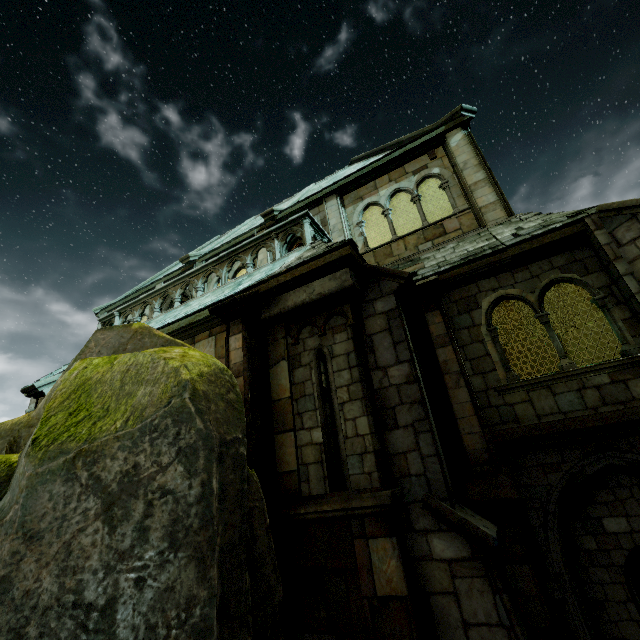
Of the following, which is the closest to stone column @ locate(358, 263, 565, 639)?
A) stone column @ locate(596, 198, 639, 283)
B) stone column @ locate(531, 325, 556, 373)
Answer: stone column @ locate(596, 198, 639, 283)

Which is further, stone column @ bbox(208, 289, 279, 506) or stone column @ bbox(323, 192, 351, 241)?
stone column @ bbox(323, 192, 351, 241)

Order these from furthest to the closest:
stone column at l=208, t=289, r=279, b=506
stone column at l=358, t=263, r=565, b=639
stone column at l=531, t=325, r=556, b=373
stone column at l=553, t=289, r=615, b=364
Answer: stone column at l=531, t=325, r=556, b=373 → stone column at l=553, t=289, r=615, b=364 → stone column at l=208, t=289, r=279, b=506 → stone column at l=358, t=263, r=565, b=639

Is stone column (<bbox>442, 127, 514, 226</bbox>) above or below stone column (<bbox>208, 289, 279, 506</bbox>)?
above

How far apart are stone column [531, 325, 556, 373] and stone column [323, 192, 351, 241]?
7.57m

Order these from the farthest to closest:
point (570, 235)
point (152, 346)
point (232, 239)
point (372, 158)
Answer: point (372, 158), point (232, 239), point (570, 235), point (152, 346)

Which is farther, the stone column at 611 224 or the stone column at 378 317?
the stone column at 611 224

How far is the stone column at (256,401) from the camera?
5.3 meters
